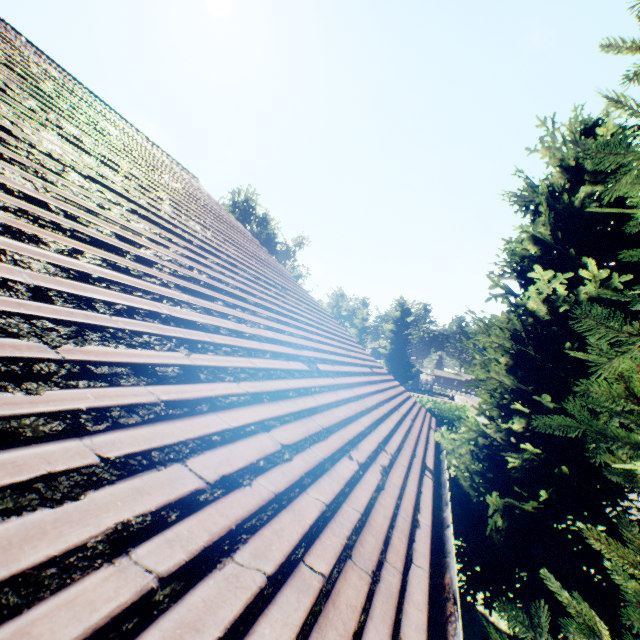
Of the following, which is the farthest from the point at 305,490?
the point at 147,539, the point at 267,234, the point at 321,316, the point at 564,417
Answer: the point at 267,234

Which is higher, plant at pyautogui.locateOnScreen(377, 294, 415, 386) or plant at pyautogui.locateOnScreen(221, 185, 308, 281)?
plant at pyautogui.locateOnScreen(221, 185, 308, 281)

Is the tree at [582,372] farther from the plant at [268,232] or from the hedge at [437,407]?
the plant at [268,232]

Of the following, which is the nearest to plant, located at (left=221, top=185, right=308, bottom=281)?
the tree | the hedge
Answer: the tree

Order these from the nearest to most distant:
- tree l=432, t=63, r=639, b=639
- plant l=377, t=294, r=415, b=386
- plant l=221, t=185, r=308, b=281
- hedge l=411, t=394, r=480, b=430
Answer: tree l=432, t=63, r=639, b=639
hedge l=411, t=394, r=480, b=430
plant l=377, t=294, r=415, b=386
plant l=221, t=185, r=308, b=281

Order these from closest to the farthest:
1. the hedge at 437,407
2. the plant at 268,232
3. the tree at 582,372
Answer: the tree at 582,372
the hedge at 437,407
the plant at 268,232

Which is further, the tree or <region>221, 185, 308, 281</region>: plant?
<region>221, 185, 308, 281</region>: plant
